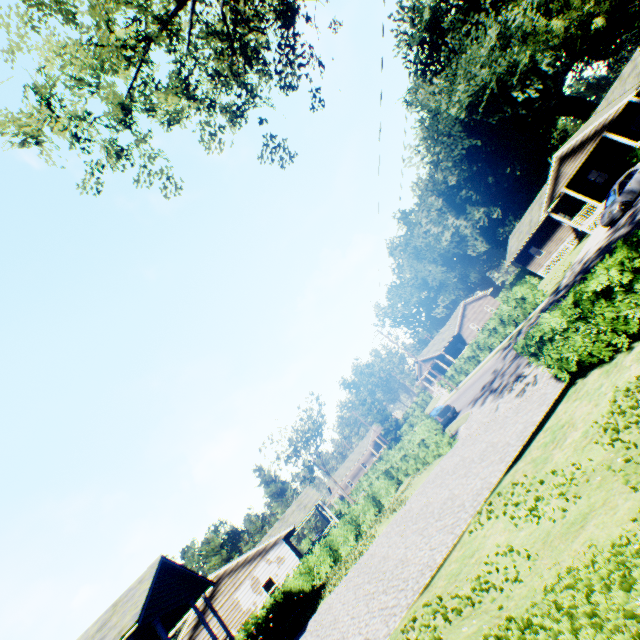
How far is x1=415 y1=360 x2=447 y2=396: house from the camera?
52.2m

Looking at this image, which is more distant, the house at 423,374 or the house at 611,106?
the house at 423,374

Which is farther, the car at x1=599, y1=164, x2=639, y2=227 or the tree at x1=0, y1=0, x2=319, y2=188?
the car at x1=599, y1=164, x2=639, y2=227

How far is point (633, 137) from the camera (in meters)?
28.22

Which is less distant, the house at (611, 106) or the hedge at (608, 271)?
the hedge at (608, 271)

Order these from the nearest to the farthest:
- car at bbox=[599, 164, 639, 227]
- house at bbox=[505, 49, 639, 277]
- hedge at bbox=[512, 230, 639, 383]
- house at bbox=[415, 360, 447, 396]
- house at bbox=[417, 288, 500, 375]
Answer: hedge at bbox=[512, 230, 639, 383] < car at bbox=[599, 164, 639, 227] < house at bbox=[505, 49, 639, 277] < house at bbox=[417, 288, 500, 375] < house at bbox=[415, 360, 447, 396]

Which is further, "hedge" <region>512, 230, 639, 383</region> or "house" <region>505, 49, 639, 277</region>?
"house" <region>505, 49, 639, 277</region>

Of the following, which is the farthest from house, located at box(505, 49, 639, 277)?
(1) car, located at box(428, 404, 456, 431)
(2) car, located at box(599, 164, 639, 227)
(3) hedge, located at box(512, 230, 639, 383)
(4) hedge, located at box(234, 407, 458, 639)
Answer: (4) hedge, located at box(234, 407, 458, 639)
